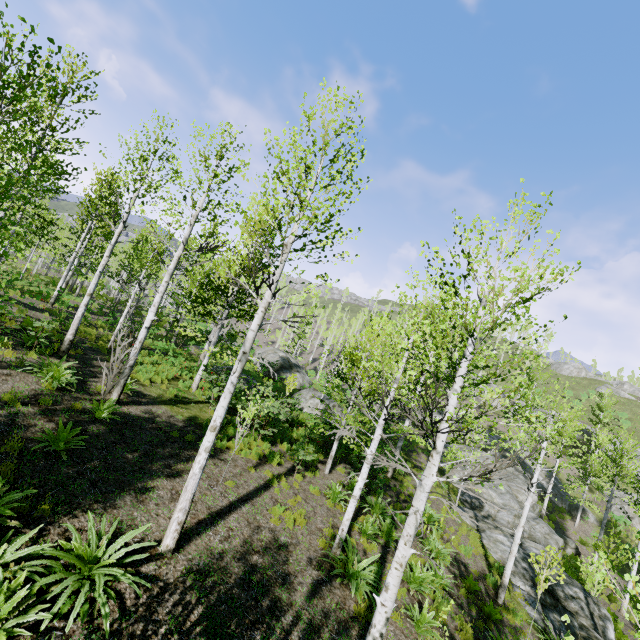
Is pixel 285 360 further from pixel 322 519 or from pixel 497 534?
pixel 322 519

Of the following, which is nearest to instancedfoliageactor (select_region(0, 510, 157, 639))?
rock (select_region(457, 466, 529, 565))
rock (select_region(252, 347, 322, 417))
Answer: rock (select_region(457, 466, 529, 565))

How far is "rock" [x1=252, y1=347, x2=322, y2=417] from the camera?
20.6m

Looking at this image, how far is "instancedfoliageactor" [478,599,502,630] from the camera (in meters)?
9.53

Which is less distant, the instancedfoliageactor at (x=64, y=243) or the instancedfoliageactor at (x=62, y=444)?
the instancedfoliageactor at (x=64, y=243)

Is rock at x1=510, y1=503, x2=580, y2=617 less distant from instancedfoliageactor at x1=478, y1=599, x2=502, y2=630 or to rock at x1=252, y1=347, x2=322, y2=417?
instancedfoliageactor at x1=478, y1=599, x2=502, y2=630

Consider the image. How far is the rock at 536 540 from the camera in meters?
12.7 m
